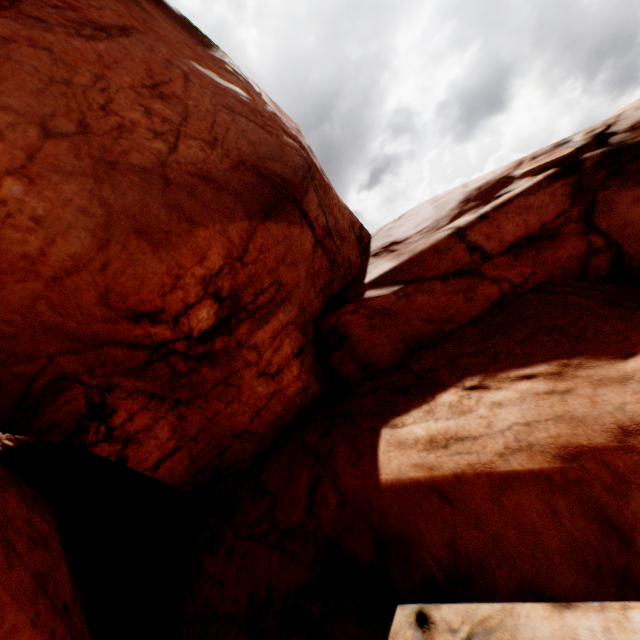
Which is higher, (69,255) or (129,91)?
(129,91)
